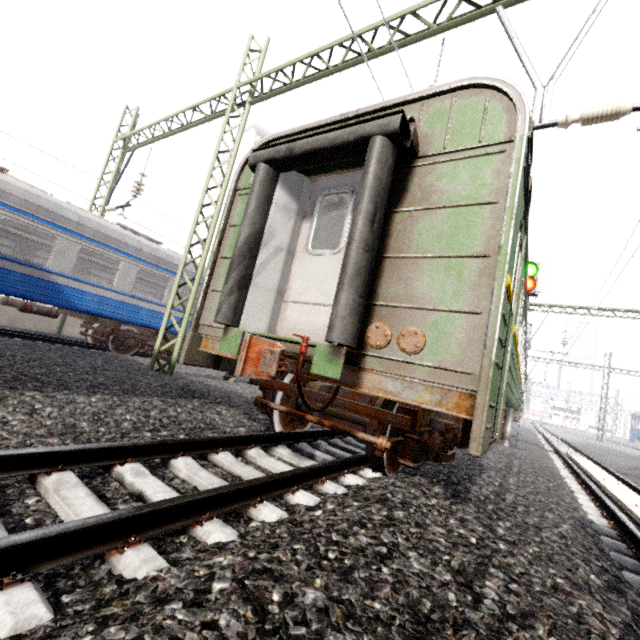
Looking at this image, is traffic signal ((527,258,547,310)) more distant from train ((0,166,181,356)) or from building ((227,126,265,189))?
building ((227,126,265,189))

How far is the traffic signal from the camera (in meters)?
10.01

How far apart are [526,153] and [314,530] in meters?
3.6 m

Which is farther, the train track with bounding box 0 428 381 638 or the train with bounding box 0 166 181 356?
the train with bounding box 0 166 181 356

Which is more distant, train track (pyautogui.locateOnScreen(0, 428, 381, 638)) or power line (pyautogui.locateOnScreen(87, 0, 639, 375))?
power line (pyautogui.locateOnScreen(87, 0, 639, 375))

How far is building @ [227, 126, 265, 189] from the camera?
39.5m

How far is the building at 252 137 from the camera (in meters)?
39.48

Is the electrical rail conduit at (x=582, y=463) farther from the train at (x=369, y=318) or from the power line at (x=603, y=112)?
the power line at (x=603, y=112)
